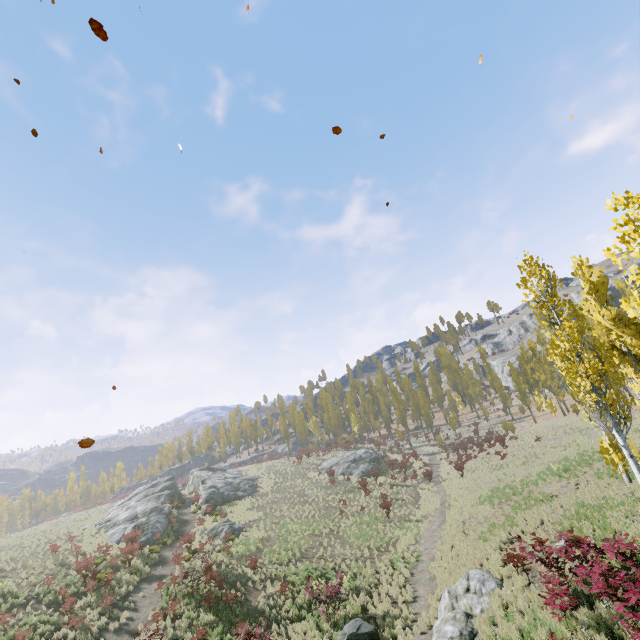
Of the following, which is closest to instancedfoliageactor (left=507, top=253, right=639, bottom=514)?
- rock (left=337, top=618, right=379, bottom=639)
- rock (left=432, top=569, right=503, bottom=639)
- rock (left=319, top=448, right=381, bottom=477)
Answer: rock (left=432, top=569, right=503, bottom=639)

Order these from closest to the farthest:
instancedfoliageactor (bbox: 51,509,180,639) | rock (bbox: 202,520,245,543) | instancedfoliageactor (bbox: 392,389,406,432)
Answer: instancedfoliageactor (bbox: 51,509,180,639), rock (bbox: 202,520,245,543), instancedfoliageactor (bbox: 392,389,406,432)

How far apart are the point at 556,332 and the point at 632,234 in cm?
1890

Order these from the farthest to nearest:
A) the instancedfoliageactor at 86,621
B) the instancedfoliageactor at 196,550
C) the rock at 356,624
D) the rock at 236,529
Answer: the rock at 236,529 < the instancedfoliageactor at 196,550 < the instancedfoliageactor at 86,621 < the rock at 356,624

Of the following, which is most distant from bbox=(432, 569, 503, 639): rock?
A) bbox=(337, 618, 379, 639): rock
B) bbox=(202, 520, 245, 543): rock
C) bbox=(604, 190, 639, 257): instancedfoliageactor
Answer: bbox=(202, 520, 245, 543): rock

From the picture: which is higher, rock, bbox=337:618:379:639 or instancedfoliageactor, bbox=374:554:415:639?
rock, bbox=337:618:379:639

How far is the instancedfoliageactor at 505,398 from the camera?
55.47m

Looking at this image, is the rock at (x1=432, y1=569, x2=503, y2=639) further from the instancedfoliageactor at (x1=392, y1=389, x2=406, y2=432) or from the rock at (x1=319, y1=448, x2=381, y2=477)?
the rock at (x1=319, y1=448, x2=381, y2=477)
